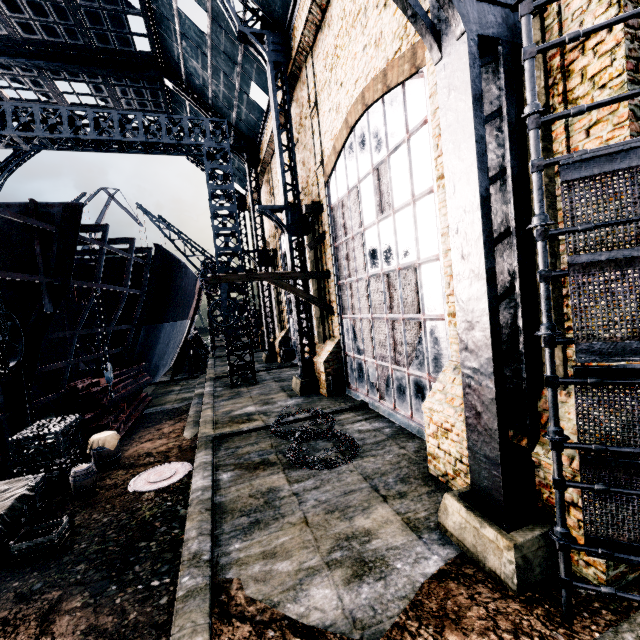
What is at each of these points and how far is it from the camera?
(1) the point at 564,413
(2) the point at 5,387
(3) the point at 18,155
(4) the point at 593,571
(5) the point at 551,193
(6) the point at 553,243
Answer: (1) building, 5.37m
(2) ship construction, 10.71m
(3) building, 33.28m
(4) building, 4.69m
(5) building, 5.48m
(6) building, 5.53m

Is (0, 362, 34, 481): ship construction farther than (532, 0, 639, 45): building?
Yes

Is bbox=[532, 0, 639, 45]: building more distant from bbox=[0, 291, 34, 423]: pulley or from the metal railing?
bbox=[0, 291, 34, 423]: pulley

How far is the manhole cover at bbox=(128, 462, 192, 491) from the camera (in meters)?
9.17

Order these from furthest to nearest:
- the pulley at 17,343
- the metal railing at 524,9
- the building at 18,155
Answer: the building at 18,155 < the pulley at 17,343 < the metal railing at 524,9

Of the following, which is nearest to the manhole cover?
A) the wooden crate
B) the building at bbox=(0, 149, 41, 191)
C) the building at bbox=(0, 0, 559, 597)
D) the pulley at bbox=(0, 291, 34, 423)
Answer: the wooden crate

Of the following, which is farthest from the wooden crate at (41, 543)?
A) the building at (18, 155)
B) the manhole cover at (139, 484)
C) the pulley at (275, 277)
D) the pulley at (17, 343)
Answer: the building at (18, 155)

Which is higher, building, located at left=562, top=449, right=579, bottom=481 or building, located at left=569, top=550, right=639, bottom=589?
building, located at left=562, top=449, right=579, bottom=481
